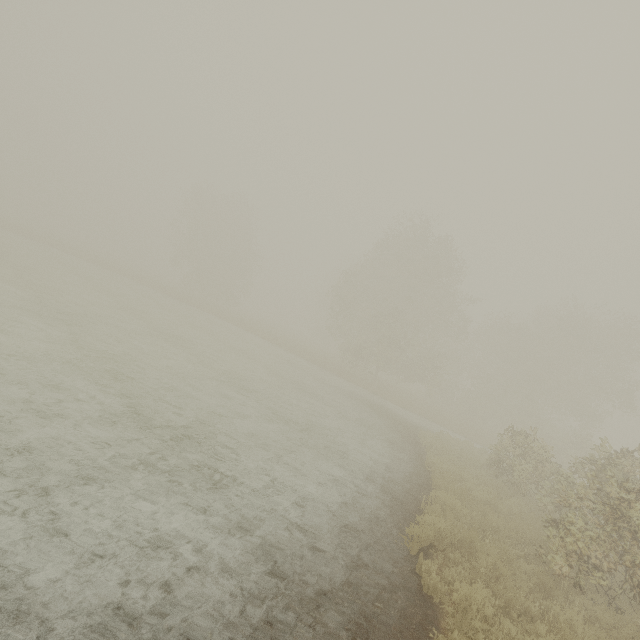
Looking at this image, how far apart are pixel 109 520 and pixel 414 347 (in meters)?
27.66
